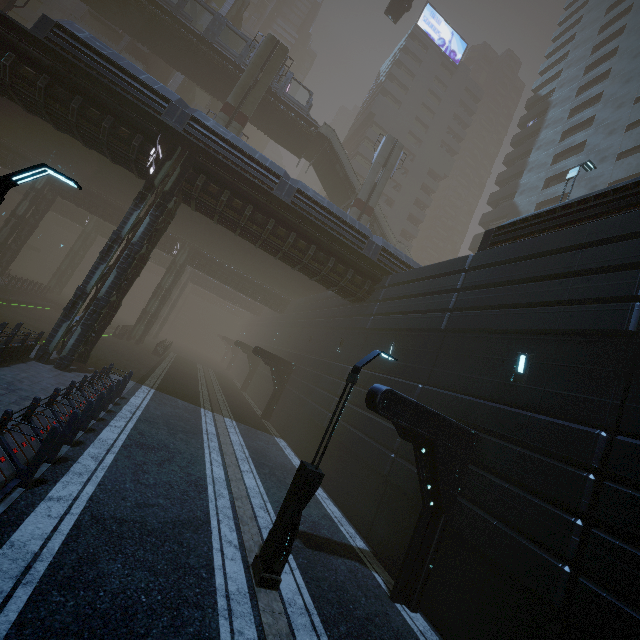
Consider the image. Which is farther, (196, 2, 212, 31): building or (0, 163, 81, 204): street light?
(196, 2, 212, 31): building

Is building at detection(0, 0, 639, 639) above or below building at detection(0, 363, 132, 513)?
above

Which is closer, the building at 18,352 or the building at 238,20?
the building at 18,352

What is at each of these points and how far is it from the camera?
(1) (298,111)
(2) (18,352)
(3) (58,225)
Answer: (1) bridge, 31.1 meters
(2) building, 12.6 meters
(3) building, 59.3 meters

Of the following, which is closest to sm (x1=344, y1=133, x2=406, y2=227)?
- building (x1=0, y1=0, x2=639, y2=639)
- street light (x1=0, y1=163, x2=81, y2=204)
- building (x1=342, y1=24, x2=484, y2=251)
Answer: building (x1=0, y1=0, x2=639, y2=639)

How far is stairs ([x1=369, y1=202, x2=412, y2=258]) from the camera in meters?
34.5

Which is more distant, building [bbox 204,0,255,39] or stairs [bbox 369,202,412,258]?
building [bbox 204,0,255,39]

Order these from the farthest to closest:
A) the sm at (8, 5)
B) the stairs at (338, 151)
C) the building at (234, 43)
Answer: the building at (234, 43) < the stairs at (338, 151) < the sm at (8, 5)
